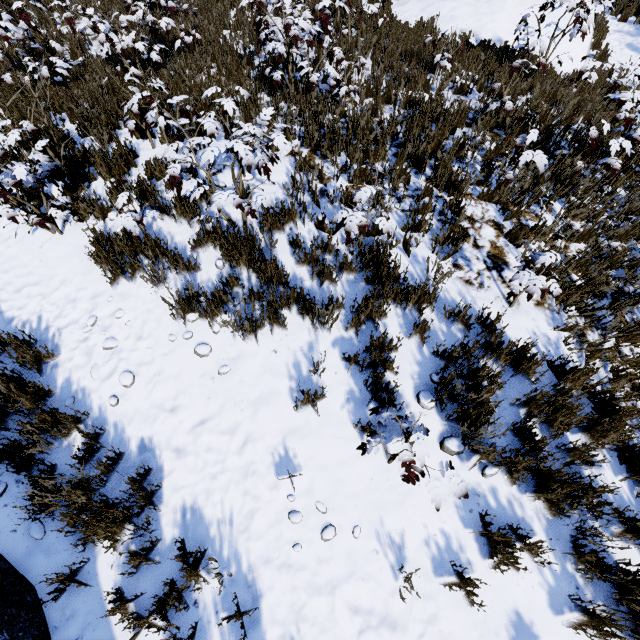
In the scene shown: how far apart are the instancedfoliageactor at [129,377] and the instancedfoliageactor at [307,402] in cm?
206

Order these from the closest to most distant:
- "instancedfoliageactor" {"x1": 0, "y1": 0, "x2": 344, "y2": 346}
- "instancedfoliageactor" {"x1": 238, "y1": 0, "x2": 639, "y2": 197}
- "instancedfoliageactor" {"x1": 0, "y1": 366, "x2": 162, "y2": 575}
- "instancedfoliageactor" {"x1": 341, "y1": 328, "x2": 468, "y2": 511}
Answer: "instancedfoliageactor" {"x1": 341, "y1": 328, "x2": 468, "y2": 511} → "instancedfoliageactor" {"x1": 0, "y1": 366, "x2": 162, "y2": 575} → "instancedfoliageactor" {"x1": 0, "y1": 0, "x2": 344, "y2": 346} → "instancedfoliageactor" {"x1": 238, "y1": 0, "x2": 639, "y2": 197}

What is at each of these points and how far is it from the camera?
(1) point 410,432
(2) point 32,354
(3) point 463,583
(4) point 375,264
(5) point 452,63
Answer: (1) instancedfoliageactor, 2.47m
(2) instancedfoliageactor, 3.73m
(3) instancedfoliageactor, 2.71m
(4) instancedfoliageactor, 3.84m
(5) instancedfoliageactor, 7.12m

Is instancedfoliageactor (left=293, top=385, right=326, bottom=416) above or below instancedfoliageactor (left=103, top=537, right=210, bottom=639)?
above

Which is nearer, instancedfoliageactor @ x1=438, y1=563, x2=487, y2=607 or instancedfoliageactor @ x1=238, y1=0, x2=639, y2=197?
instancedfoliageactor @ x1=438, y1=563, x2=487, y2=607

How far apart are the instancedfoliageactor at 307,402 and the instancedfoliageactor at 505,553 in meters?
1.8

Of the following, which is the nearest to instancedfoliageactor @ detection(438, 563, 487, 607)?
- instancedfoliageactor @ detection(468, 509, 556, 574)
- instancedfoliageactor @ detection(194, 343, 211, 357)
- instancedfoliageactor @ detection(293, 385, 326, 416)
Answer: instancedfoliageactor @ detection(194, 343, 211, 357)

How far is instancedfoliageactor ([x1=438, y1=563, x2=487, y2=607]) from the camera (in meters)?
2.56
